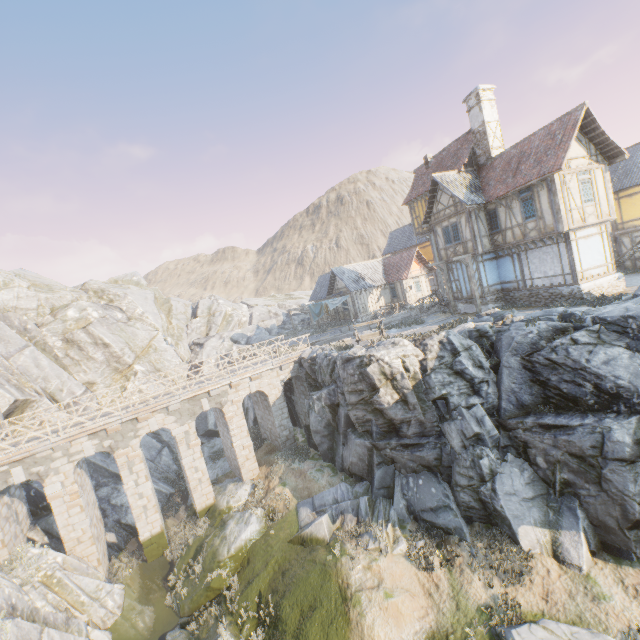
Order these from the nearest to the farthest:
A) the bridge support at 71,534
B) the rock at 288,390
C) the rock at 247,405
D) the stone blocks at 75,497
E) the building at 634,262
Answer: the bridge support at 71,534, the stone blocks at 75,497, the building at 634,262, the rock at 288,390, the rock at 247,405

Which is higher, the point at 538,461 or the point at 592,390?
A: the point at 592,390

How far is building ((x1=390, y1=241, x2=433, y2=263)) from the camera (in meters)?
37.41

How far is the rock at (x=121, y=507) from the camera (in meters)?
19.31

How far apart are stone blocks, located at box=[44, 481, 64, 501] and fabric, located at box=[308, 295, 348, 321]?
22.8 meters

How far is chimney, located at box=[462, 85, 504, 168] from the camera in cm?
2162

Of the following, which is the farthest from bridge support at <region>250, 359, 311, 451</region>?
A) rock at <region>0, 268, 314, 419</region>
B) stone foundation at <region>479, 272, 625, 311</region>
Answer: stone foundation at <region>479, 272, 625, 311</region>

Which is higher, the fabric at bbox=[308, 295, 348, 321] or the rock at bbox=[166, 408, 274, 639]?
the fabric at bbox=[308, 295, 348, 321]
